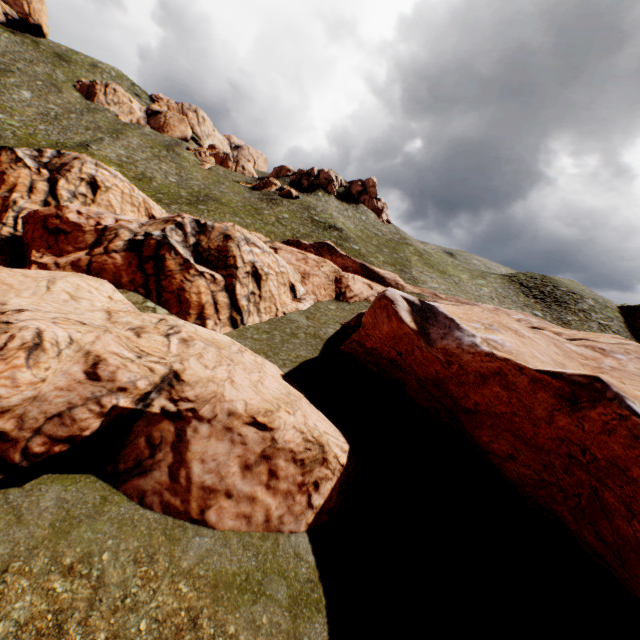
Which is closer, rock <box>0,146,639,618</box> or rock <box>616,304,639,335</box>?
rock <box>0,146,639,618</box>

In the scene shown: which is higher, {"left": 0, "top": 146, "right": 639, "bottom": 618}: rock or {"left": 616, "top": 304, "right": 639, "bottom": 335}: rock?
{"left": 616, "top": 304, "right": 639, "bottom": 335}: rock

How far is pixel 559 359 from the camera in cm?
1593

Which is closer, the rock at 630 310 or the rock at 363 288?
the rock at 363 288

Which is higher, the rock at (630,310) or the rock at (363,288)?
the rock at (630,310)
